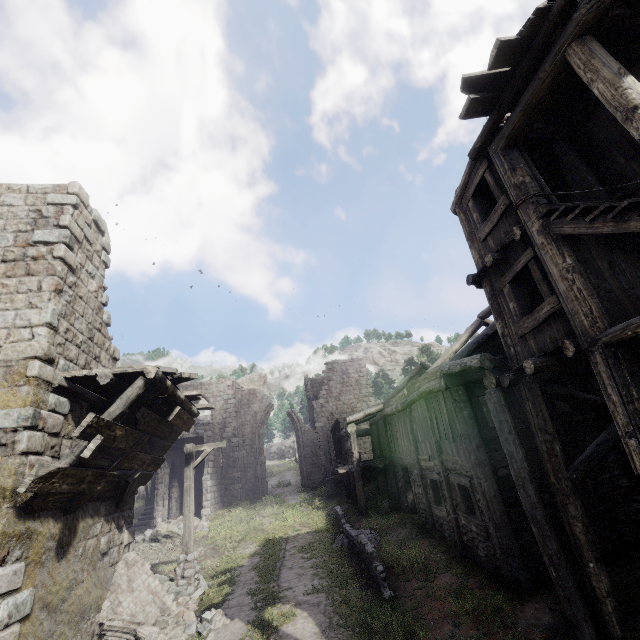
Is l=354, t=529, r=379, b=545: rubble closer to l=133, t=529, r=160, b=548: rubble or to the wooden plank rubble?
the wooden plank rubble

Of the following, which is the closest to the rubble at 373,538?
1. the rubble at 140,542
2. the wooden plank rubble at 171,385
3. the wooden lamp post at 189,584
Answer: the wooden lamp post at 189,584

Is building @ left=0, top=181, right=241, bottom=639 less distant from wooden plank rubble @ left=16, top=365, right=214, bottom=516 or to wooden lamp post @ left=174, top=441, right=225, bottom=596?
wooden plank rubble @ left=16, top=365, right=214, bottom=516

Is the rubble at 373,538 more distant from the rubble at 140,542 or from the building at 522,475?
the rubble at 140,542

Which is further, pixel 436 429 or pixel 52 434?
pixel 436 429

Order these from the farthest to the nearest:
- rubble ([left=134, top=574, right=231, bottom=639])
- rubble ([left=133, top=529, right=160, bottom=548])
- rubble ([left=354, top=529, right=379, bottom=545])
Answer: rubble ([left=133, top=529, right=160, bottom=548])
rubble ([left=354, top=529, right=379, bottom=545])
rubble ([left=134, top=574, right=231, bottom=639])

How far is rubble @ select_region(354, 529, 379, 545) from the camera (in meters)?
12.79

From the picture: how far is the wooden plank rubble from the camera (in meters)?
5.89
